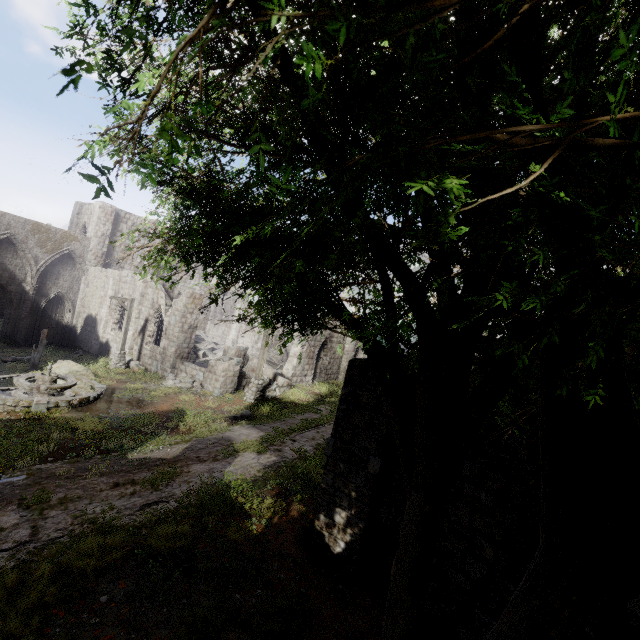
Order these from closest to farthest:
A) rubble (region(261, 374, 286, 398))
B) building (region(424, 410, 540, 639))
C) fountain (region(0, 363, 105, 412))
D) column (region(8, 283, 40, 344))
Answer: building (region(424, 410, 540, 639)), fountain (region(0, 363, 105, 412)), rubble (region(261, 374, 286, 398)), column (region(8, 283, 40, 344))

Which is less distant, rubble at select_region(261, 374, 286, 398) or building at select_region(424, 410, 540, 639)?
building at select_region(424, 410, 540, 639)

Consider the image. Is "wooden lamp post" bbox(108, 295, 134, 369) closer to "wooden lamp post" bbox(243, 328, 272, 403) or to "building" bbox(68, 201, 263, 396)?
"building" bbox(68, 201, 263, 396)

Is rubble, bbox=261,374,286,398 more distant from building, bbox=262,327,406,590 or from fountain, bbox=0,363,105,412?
fountain, bbox=0,363,105,412

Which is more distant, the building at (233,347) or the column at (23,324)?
the column at (23,324)

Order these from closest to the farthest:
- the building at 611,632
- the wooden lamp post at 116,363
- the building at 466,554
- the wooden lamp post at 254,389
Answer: the building at 611,632, the building at 466,554, the wooden lamp post at 254,389, the wooden lamp post at 116,363

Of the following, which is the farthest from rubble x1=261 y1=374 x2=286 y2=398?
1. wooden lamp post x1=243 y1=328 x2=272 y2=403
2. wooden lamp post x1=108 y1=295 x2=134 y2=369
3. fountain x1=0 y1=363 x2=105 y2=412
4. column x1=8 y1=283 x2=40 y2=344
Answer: column x1=8 y1=283 x2=40 y2=344

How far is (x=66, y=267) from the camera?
27.8m
